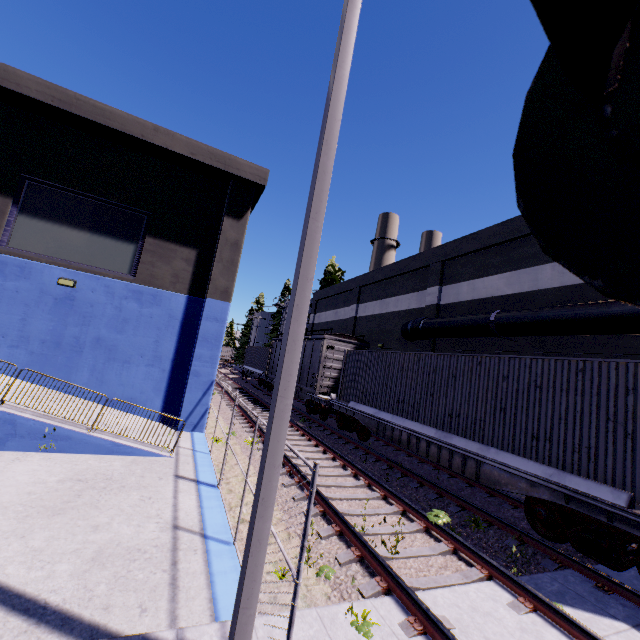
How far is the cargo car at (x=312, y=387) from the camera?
18.0m

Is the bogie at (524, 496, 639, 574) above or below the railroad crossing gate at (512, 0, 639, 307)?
below

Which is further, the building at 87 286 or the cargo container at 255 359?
the cargo container at 255 359

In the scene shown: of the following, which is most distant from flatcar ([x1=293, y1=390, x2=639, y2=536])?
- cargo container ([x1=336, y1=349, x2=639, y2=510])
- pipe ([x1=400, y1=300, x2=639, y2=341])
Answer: pipe ([x1=400, y1=300, x2=639, y2=341])

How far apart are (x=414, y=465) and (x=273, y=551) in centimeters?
809cm

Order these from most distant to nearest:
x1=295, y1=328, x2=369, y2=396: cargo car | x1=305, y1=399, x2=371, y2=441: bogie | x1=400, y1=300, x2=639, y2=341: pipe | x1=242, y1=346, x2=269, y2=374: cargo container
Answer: x1=242, y1=346, x2=269, y2=374: cargo container → x1=295, y1=328, x2=369, y2=396: cargo car → x1=305, y1=399, x2=371, y2=441: bogie → x1=400, y1=300, x2=639, y2=341: pipe

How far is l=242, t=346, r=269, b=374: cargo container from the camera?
30.7m

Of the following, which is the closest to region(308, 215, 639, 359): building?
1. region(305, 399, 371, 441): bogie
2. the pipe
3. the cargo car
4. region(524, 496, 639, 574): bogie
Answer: the pipe
